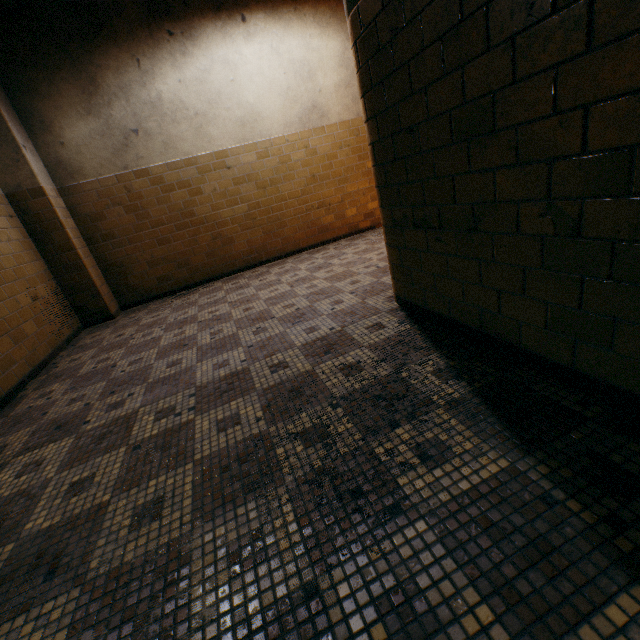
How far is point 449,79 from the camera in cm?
150
